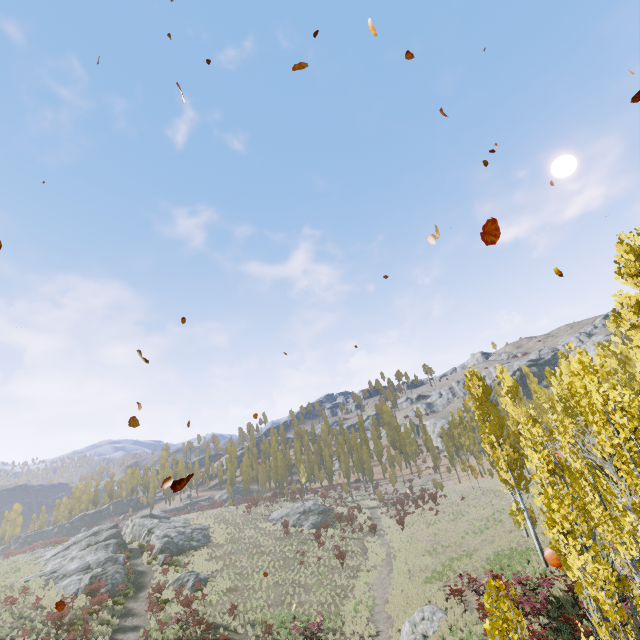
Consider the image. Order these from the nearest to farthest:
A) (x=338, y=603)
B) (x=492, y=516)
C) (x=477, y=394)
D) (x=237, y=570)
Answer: (x=477, y=394) < (x=338, y=603) < (x=237, y=570) < (x=492, y=516)

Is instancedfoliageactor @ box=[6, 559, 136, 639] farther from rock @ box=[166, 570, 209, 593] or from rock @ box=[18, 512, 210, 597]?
rock @ box=[18, 512, 210, 597]

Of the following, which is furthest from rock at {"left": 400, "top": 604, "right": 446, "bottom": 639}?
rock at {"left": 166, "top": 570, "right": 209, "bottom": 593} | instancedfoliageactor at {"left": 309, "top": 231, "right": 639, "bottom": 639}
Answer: rock at {"left": 166, "top": 570, "right": 209, "bottom": 593}

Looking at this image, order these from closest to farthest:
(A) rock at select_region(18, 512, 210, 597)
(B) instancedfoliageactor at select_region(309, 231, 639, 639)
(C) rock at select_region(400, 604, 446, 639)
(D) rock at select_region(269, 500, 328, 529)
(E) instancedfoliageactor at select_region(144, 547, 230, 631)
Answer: (B) instancedfoliageactor at select_region(309, 231, 639, 639)
(C) rock at select_region(400, 604, 446, 639)
(E) instancedfoliageactor at select_region(144, 547, 230, 631)
(A) rock at select_region(18, 512, 210, 597)
(D) rock at select_region(269, 500, 328, 529)

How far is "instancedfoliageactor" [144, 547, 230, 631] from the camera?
21.2 meters

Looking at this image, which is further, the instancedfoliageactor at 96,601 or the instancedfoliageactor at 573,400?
the instancedfoliageactor at 96,601

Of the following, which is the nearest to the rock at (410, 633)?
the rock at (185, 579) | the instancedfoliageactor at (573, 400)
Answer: the instancedfoliageactor at (573, 400)
